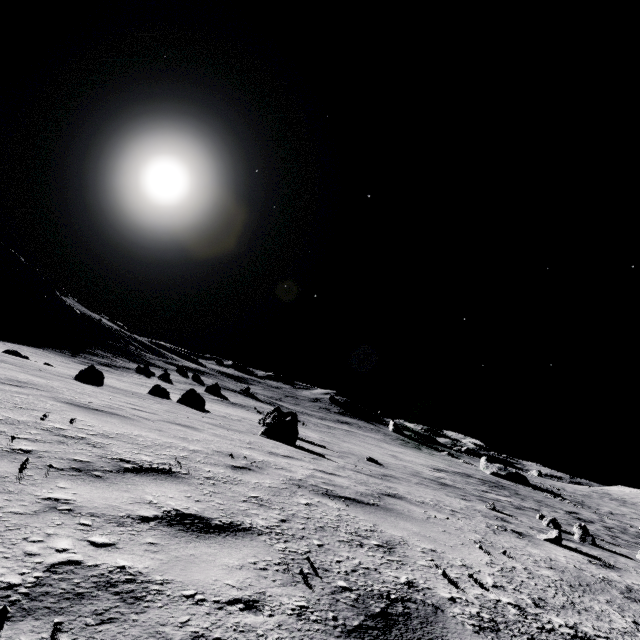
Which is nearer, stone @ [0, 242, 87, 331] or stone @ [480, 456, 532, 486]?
stone @ [0, 242, 87, 331]

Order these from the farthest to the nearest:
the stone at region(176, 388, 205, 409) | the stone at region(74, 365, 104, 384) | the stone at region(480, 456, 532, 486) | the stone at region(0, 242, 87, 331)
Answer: the stone at region(480, 456, 532, 486) < the stone at region(0, 242, 87, 331) < the stone at region(176, 388, 205, 409) < the stone at region(74, 365, 104, 384)

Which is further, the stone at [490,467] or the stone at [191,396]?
the stone at [490,467]

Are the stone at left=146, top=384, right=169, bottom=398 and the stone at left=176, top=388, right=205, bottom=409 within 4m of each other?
yes

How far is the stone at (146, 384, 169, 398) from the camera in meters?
17.6 m

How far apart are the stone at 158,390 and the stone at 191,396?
2.6 meters

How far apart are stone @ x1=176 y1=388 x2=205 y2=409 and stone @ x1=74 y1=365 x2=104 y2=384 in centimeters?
374cm

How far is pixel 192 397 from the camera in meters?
15.5 m
